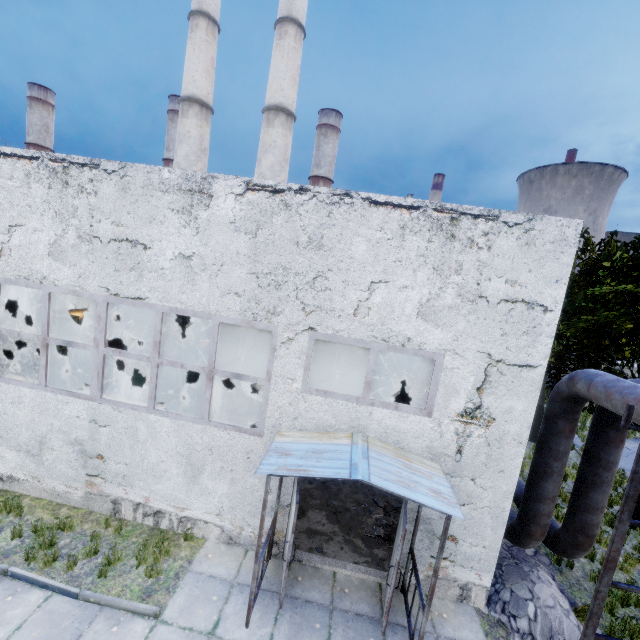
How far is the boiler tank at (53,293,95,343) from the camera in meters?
15.7

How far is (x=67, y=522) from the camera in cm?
696

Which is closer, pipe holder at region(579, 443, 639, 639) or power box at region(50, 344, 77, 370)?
pipe holder at region(579, 443, 639, 639)

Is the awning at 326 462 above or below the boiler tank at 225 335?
above

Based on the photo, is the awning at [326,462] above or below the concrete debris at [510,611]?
above

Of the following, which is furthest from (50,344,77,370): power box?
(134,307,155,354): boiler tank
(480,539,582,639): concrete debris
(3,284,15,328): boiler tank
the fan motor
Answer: (480,539,582,639): concrete debris

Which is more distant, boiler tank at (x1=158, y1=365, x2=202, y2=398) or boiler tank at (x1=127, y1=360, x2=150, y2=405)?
boiler tank at (x1=158, y1=365, x2=202, y2=398)

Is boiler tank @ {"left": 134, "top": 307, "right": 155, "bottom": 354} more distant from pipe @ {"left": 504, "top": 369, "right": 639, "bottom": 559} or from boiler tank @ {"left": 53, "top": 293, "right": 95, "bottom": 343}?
pipe @ {"left": 504, "top": 369, "right": 639, "bottom": 559}
